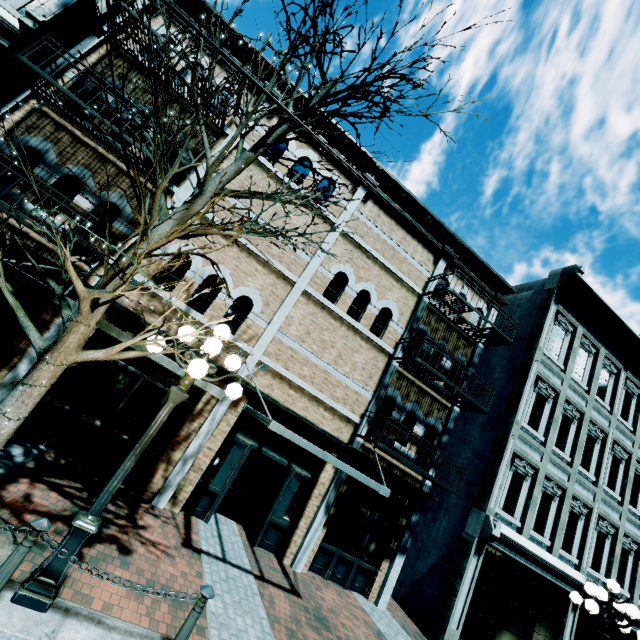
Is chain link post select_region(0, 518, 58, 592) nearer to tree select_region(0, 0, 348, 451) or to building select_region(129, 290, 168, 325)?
tree select_region(0, 0, 348, 451)

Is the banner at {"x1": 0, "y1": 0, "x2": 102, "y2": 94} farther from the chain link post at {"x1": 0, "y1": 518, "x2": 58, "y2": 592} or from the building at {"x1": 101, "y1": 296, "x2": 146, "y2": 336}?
the chain link post at {"x1": 0, "y1": 518, "x2": 58, "y2": 592}

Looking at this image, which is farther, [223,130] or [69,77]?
[223,130]

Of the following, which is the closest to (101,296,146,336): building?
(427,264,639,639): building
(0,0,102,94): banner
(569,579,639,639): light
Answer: (0,0,102,94): banner

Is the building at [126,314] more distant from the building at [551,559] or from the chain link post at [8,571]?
the chain link post at [8,571]

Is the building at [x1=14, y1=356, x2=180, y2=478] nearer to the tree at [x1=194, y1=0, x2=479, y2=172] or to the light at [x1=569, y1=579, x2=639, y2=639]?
the tree at [x1=194, y1=0, x2=479, y2=172]

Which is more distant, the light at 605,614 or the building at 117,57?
the building at 117,57

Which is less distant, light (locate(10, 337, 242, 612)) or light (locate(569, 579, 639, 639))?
light (locate(10, 337, 242, 612))
